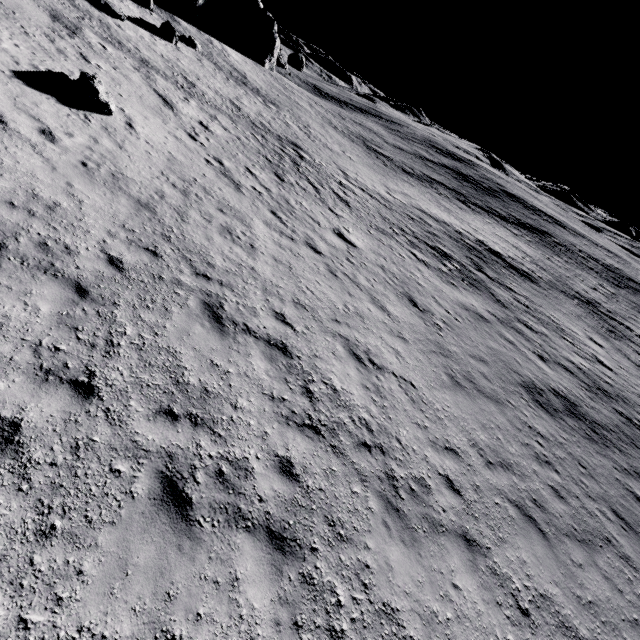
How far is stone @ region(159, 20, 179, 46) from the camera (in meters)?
25.82

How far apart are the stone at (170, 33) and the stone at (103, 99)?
20.0m

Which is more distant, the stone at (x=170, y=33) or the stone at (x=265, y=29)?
the stone at (x=265, y=29)

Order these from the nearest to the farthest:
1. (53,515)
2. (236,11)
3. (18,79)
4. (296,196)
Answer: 1. (53,515)
2. (18,79)
3. (296,196)
4. (236,11)

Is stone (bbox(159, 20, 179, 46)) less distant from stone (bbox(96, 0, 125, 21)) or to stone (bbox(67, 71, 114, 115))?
stone (bbox(96, 0, 125, 21))

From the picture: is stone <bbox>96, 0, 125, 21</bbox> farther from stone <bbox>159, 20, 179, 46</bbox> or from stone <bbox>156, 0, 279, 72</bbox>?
stone <bbox>156, 0, 279, 72</bbox>

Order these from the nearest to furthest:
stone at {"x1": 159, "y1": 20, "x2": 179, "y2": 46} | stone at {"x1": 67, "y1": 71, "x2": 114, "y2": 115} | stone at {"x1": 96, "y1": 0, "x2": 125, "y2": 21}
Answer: stone at {"x1": 67, "y1": 71, "x2": 114, "y2": 115} → stone at {"x1": 96, "y1": 0, "x2": 125, "y2": 21} → stone at {"x1": 159, "y1": 20, "x2": 179, "y2": 46}

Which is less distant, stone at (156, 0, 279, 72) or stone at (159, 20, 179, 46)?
stone at (159, 20, 179, 46)
